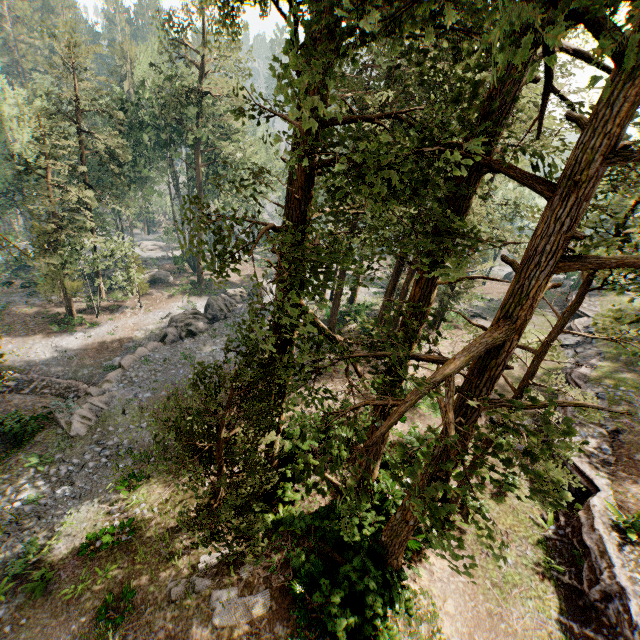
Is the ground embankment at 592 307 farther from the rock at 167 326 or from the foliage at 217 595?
the rock at 167 326

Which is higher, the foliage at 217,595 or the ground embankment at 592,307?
the ground embankment at 592,307

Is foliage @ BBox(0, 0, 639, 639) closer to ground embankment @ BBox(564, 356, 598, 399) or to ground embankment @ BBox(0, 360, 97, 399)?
ground embankment @ BBox(0, 360, 97, 399)

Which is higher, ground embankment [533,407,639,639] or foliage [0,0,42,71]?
foliage [0,0,42,71]

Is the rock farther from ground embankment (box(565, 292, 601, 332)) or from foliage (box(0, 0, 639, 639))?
ground embankment (box(565, 292, 601, 332))

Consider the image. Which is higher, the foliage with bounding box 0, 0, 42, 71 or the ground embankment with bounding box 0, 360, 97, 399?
the foliage with bounding box 0, 0, 42, 71

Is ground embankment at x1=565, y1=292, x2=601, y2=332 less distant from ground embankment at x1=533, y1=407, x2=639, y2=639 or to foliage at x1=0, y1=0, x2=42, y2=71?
foliage at x1=0, y1=0, x2=42, y2=71

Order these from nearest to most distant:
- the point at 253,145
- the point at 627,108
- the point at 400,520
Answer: the point at 627,108
the point at 400,520
the point at 253,145
